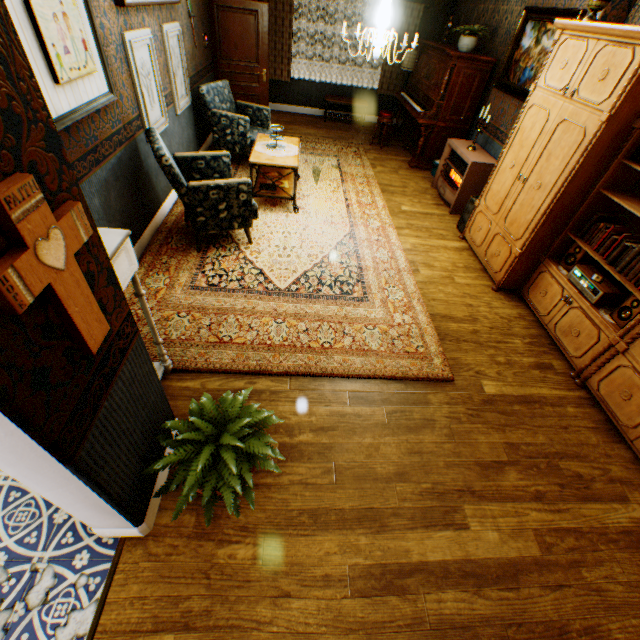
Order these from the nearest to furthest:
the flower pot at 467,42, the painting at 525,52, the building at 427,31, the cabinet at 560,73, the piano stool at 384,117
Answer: the cabinet at 560,73 < the painting at 525,52 < the building at 427,31 < the flower pot at 467,42 < the piano stool at 384,117

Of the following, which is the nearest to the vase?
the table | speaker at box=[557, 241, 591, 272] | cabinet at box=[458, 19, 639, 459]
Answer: cabinet at box=[458, 19, 639, 459]

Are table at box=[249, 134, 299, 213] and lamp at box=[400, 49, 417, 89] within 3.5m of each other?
no

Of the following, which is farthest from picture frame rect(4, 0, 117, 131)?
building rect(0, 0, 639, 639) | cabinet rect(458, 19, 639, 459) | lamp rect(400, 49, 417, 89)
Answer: lamp rect(400, 49, 417, 89)

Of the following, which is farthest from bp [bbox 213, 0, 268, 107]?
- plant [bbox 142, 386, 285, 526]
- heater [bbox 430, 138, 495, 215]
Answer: plant [bbox 142, 386, 285, 526]

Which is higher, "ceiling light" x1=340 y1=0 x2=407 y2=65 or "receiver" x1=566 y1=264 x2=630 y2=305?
"ceiling light" x1=340 y1=0 x2=407 y2=65

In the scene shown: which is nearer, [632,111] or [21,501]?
[21,501]

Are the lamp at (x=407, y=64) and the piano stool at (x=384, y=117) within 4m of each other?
yes
